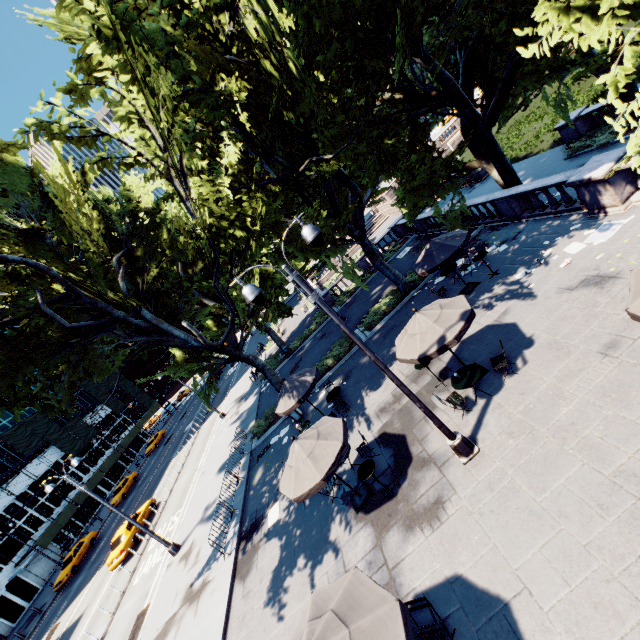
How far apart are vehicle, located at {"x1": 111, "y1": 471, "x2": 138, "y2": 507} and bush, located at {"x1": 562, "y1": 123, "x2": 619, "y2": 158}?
A: 53.05m

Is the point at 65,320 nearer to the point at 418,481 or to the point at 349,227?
the point at 349,227

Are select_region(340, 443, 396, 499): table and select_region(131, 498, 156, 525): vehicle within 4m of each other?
no

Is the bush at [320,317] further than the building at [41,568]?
No

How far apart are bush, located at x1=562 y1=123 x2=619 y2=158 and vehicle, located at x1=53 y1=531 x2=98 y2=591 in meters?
51.8

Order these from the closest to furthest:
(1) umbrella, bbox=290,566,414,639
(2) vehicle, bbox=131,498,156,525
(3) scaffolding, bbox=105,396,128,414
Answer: (1) umbrella, bbox=290,566,414,639 → (2) vehicle, bbox=131,498,156,525 → (3) scaffolding, bbox=105,396,128,414

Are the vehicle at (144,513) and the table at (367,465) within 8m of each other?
no

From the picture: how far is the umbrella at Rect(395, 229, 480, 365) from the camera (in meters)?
8.99
